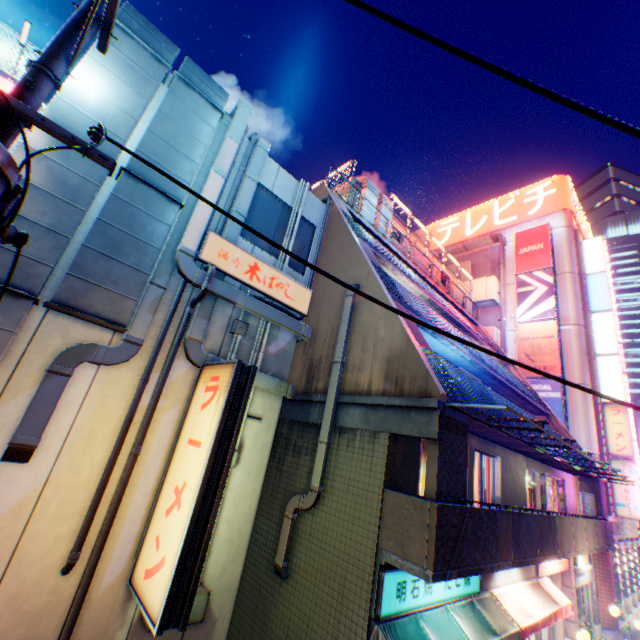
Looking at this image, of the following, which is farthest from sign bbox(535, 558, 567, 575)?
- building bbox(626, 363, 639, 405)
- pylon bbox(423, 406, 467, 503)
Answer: building bbox(626, 363, 639, 405)

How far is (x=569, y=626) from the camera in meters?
13.0

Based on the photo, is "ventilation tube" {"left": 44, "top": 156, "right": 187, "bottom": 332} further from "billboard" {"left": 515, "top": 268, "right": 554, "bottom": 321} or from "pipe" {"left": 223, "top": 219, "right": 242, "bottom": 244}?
"billboard" {"left": 515, "top": 268, "right": 554, "bottom": 321}

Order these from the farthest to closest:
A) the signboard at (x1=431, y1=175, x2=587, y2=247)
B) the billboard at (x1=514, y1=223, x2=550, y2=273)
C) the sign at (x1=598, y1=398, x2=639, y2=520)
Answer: the signboard at (x1=431, y1=175, x2=587, y2=247)
the billboard at (x1=514, y1=223, x2=550, y2=273)
the sign at (x1=598, y1=398, x2=639, y2=520)

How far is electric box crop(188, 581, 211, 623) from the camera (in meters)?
5.20

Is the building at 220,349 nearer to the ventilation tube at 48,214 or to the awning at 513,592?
the ventilation tube at 48,214

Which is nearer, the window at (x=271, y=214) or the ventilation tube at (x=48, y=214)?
the ventilation tube at (x=48, y=214)

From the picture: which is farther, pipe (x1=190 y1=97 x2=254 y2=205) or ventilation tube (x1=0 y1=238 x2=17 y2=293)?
pipe (x1=190 y1=97 x2=254 y2=205)
